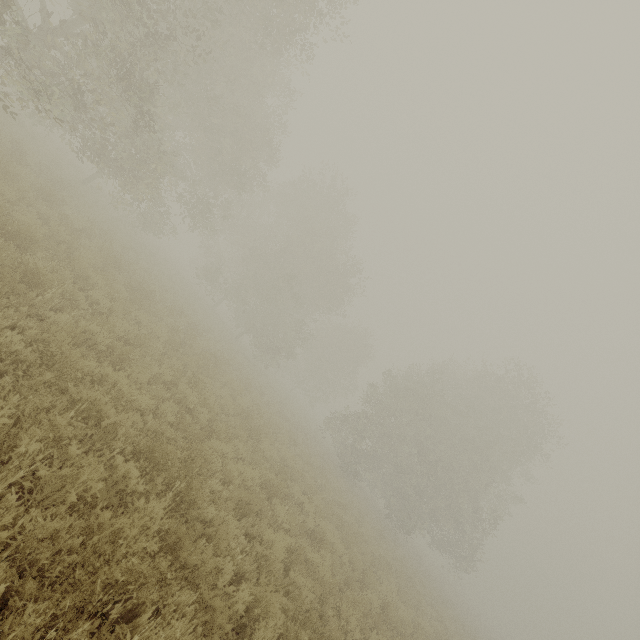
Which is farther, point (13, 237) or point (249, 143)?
point (249, 143)
